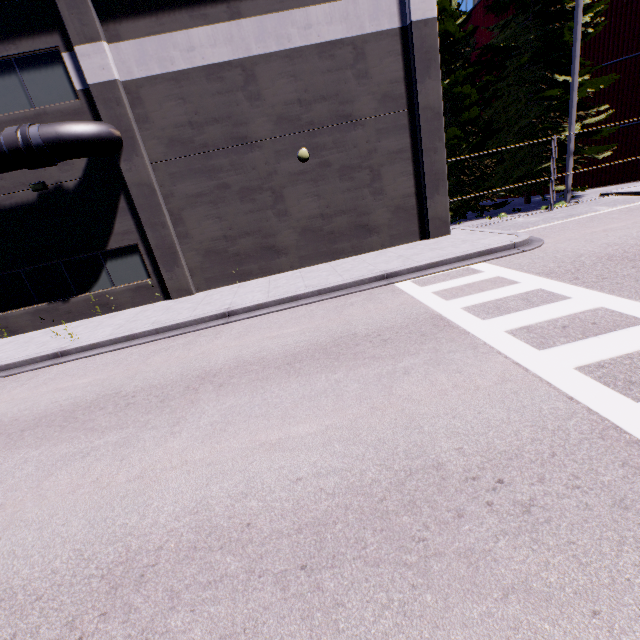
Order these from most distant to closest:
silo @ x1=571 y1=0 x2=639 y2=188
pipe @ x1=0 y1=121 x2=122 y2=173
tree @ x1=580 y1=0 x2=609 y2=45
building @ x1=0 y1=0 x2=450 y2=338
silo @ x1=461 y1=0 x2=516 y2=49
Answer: silo @ x1=461 y1=0 x2=516 y2=49, silo @ x1=571 y1=0 x2=639 y2=188, tree @ x1=580 y1=0 x2=609 y2=45, building @ x1=0 y1=0 x2=450 y2=338, pipe @ x1=0 y1=121 x2=122 y2=173

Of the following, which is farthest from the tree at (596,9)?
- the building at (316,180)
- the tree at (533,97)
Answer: the building at (316,180)

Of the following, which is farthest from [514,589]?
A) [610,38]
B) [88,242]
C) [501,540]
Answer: [610,38]

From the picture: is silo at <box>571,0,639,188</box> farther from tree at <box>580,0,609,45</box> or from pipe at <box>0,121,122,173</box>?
pipe at <box>0,121,122,173</box>

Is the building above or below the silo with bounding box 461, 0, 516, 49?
below

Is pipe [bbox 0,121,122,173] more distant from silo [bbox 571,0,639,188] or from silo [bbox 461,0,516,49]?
silo [bbox 461,0,516,49]

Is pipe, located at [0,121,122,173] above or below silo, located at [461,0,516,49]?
below

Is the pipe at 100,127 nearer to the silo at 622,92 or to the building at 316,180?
the building at 316,180
